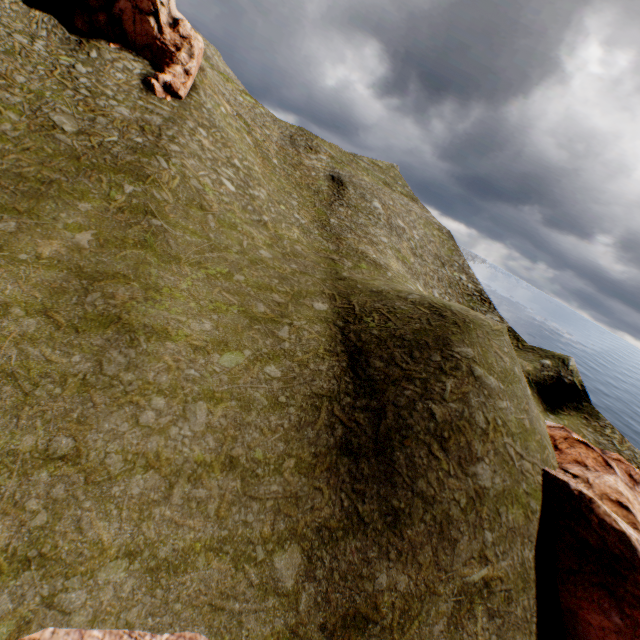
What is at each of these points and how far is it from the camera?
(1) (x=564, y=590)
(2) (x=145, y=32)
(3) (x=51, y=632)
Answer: (1) rock, 17.00m
(2) rock, 30.67m
(3) rock, 9.65m

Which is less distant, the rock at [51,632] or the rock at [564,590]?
the rock at [51,632]

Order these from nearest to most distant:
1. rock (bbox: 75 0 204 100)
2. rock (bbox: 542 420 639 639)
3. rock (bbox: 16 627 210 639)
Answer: rock (bbox: 16 627 210 639), rock (bbox: 542 420 639 639), rock (bbox: 75 0 204 100)

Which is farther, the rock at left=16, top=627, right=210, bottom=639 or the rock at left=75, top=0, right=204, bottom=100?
the rock at left=75, top=0, right=204, bottom=100

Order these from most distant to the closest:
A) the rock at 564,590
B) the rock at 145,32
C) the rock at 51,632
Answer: the rock at 145,32 → the rock at 564,590 → the rock at 51,632

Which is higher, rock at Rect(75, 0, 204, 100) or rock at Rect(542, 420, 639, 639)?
rock at Rect(75, 0, 204, 100)

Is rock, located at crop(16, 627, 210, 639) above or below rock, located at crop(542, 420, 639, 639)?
below
